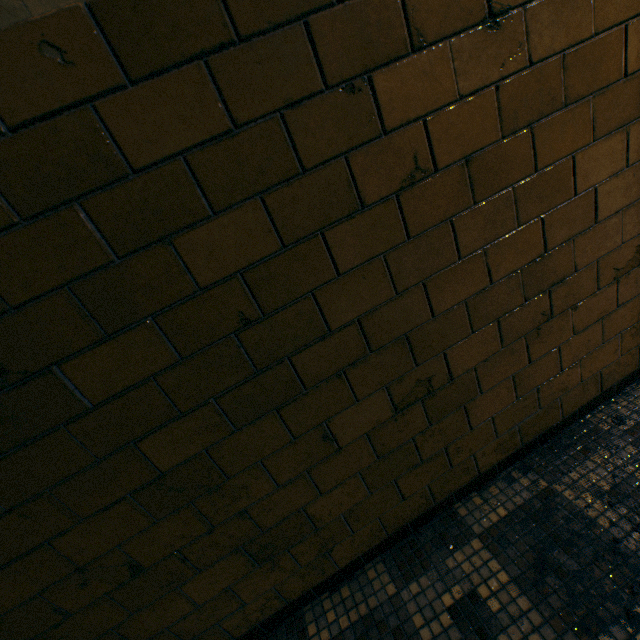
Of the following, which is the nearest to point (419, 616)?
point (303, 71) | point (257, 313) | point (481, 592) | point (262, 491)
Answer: point (481, 592)
